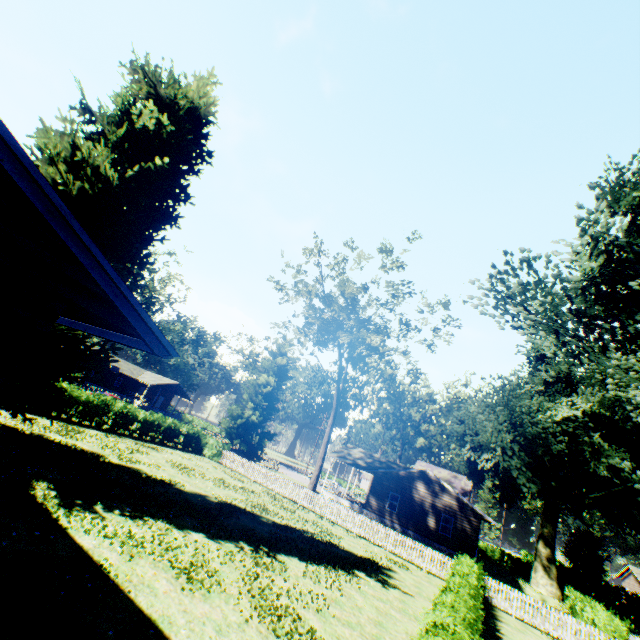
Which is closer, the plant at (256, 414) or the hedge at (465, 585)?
the hedge at (465, 585)

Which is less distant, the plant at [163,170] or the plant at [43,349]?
the plant at [43,349]

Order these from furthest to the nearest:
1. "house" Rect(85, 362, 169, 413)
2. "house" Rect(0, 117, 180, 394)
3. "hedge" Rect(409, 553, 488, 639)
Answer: "house" Rect(85, 362, 169, 413) < "hedge" Rect(409, 553, 488, 639) < "house" Rect(0, 117, 180, 394)

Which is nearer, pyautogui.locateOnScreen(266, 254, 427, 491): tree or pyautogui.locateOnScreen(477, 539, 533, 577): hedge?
pyautogui.locateOnScreen(266, 254, 427, 491): tree

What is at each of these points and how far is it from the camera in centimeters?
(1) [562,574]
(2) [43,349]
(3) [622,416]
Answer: (1) hedge, 4259cm
(2) plant, 1401cm
(3) plant, 2883cm

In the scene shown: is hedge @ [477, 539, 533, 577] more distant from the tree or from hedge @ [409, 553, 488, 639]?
the tree

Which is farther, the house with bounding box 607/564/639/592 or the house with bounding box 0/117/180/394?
the house with bounding box 607/564/639/592

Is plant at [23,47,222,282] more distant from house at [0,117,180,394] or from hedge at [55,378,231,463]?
hedge at [55,378,231,463]
